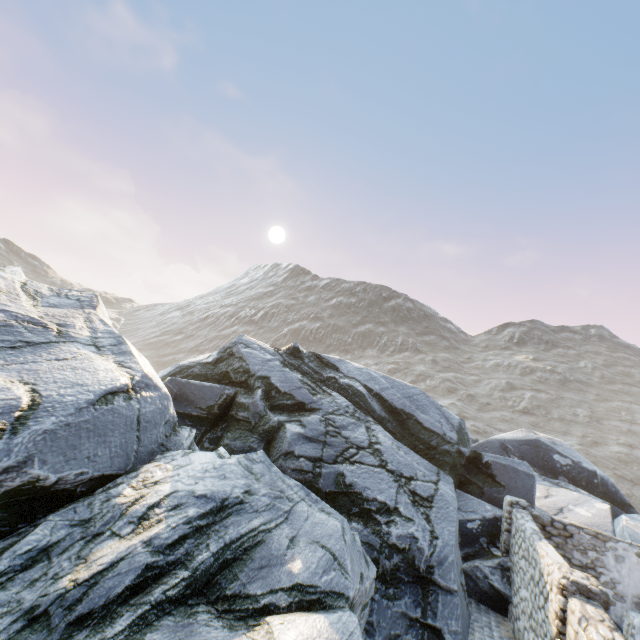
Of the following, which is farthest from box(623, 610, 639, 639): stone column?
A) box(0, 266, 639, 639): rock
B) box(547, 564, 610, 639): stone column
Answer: box(547, 564, 610, 639): stone column

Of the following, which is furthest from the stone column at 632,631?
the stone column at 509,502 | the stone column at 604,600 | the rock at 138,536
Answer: the stone column at 604,600

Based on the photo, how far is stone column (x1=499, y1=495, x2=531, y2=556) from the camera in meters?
10.8 m

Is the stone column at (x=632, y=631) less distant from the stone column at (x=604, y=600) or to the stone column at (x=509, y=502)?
the stone column at (x=509, y=502)

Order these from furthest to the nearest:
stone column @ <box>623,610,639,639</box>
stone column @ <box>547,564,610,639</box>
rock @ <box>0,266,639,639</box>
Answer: stone column @ <box>623,610,639,639</box>
stone column @ <box>547,564,610,639</box>
rock @ <box>0,266,639,639</box>

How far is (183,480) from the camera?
6.8 meters

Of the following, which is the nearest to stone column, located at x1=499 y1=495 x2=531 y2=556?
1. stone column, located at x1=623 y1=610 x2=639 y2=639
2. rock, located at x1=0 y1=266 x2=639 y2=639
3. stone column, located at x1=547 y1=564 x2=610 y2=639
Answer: rock, located at x1=0 y1=266 x2=639 y2=639

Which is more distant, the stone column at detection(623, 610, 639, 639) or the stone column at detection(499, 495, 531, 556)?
the stone column at detection(499, 495, 531, 556)
